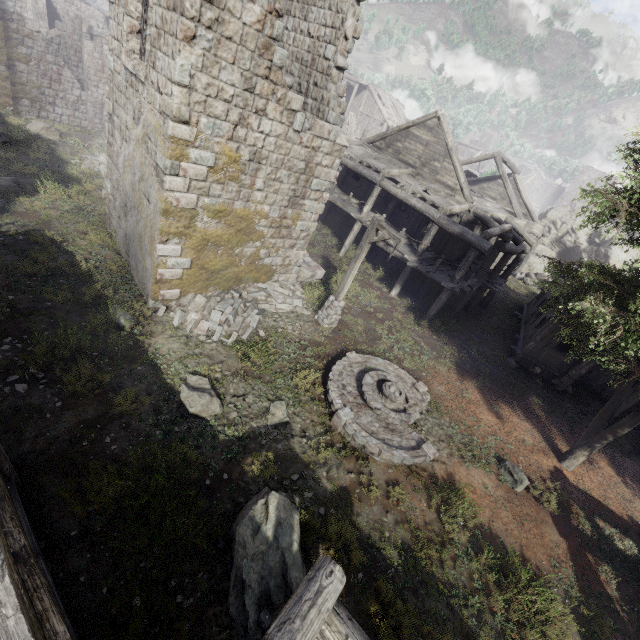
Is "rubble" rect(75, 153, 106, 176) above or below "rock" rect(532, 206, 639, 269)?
below

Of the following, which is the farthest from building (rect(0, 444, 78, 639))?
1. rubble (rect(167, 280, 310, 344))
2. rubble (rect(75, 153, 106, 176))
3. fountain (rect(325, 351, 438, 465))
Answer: fountain (rect(325, 351, 438, 465))

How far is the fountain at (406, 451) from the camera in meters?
9.0 m

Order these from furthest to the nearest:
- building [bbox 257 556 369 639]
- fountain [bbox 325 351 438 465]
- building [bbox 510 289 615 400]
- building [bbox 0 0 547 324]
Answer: building [bbox 510 289 615 400] → fountain [bbox 325 351 438 465] → building [bbox 0 0 547 324] → building [bbox 257 556 369 639]

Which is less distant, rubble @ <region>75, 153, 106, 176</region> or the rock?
rubble @ <region>75, 153, 106, 176</region>

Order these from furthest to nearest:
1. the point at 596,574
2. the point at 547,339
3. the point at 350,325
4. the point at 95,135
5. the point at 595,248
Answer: the point at 595,248
the point at 95,135
the point at 547,339
the point at 350,325
the point at 596,574

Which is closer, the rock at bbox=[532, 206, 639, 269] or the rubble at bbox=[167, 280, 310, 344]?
the rubble at bbox=[167, 280, 310, 344]

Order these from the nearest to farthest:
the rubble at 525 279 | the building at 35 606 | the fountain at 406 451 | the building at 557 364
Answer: the building at 35 606 < the fountain at 406 451 < the building at 557 364 < the rubble at 525 279
